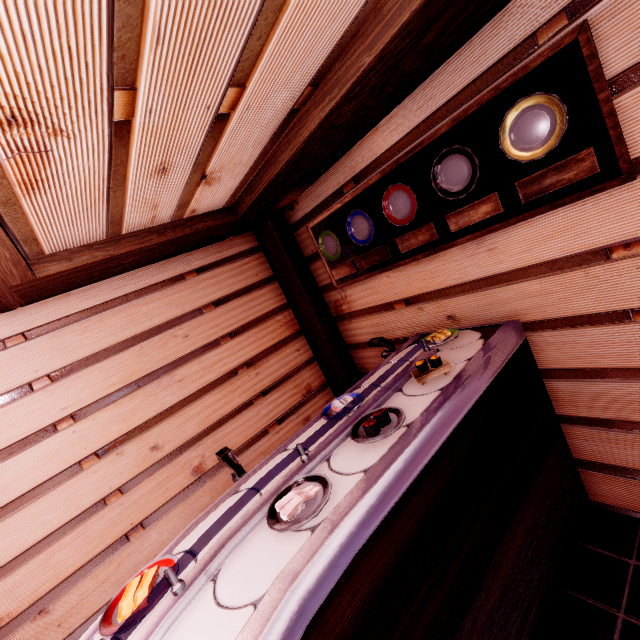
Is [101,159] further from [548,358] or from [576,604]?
[576,604]

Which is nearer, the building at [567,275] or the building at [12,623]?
the building at [567,275]

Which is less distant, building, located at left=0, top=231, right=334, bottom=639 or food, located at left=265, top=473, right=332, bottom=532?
food, located at left=265, top=473, right=332, bottom=532

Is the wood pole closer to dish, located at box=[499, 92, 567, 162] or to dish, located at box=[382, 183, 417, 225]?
dish, located at box=[382, 183, 417, 225]

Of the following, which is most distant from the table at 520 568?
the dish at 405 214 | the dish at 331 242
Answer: the dish at 331 242

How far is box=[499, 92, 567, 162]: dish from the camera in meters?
2.5 m

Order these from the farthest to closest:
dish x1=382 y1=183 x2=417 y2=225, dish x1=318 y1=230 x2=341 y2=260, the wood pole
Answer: the wood pole < dish x1=318 y1=230 x2=341 y2=260 < dish x1=382 y1=183 x2=417 y2=225

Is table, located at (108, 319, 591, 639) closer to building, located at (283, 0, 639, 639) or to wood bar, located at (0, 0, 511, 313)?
building, located at (283, 0, 639, 639)
